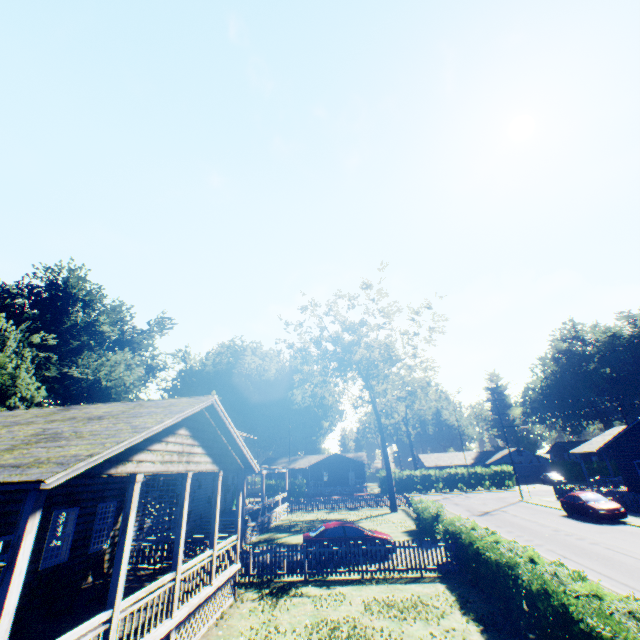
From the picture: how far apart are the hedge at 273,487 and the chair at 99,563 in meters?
43.9 m

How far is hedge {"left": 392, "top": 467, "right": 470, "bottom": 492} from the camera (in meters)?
48.62

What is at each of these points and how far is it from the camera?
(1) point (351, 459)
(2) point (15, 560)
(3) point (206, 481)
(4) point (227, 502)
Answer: (1) house, 57.88m
(2) pillar, 4.64m
(3) house, 26.89m
(4) house, 30.86m

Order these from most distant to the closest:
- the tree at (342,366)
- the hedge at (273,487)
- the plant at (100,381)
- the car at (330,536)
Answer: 1. the hedge at (273,487)
2. the tree at (342,366)
3. the plant at (100,381)
4. the car at (330,536)

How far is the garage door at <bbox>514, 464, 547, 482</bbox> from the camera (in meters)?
56.34

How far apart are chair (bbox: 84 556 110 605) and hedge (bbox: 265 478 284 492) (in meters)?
43.91

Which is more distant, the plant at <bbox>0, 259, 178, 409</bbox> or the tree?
the tree

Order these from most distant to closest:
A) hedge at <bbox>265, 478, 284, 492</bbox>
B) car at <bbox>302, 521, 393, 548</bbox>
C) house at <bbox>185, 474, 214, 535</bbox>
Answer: hedge at <bbox>265, 478, 284, 492</bbox>
house at <bbox>185, 474, 214, 535</bbox>
car at <bbox>302, 521, 393, 548</bbox>
